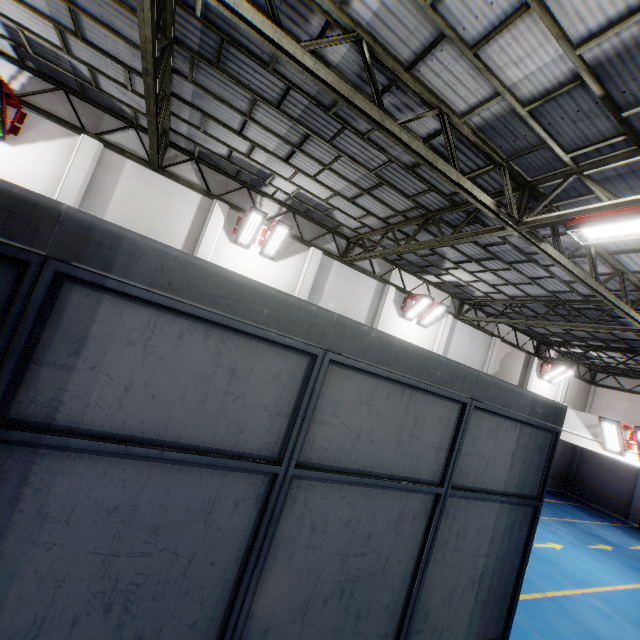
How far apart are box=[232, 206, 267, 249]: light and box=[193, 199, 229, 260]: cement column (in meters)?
0.38

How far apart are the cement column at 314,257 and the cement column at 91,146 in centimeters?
735cm

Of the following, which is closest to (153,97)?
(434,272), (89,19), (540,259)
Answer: (89,19)

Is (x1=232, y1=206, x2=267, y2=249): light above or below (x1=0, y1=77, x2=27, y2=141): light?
below

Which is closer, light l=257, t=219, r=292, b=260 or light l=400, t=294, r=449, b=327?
light l=257, t=219, r=292, b=260

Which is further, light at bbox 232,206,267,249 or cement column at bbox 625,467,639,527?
cement column at bbox 625,467,639,527

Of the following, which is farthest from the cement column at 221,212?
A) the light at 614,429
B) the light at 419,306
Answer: the light at 614,429

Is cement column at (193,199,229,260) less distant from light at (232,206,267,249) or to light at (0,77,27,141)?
light at (232,206,267,249)
